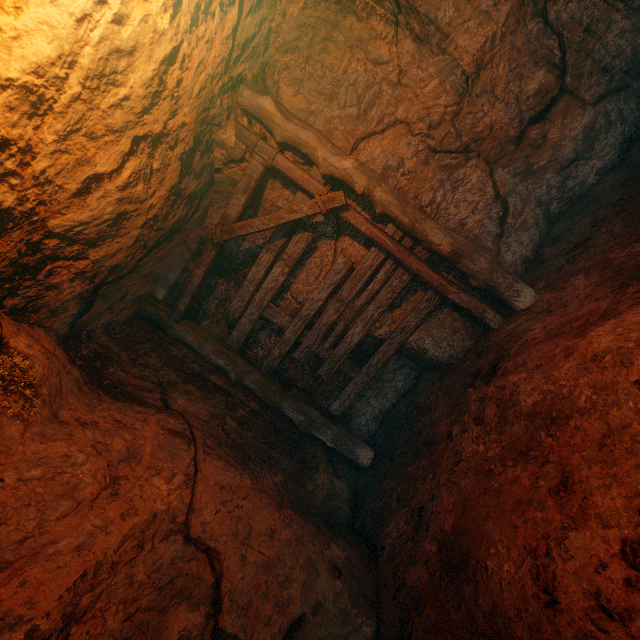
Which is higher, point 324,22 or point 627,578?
point 324,22
